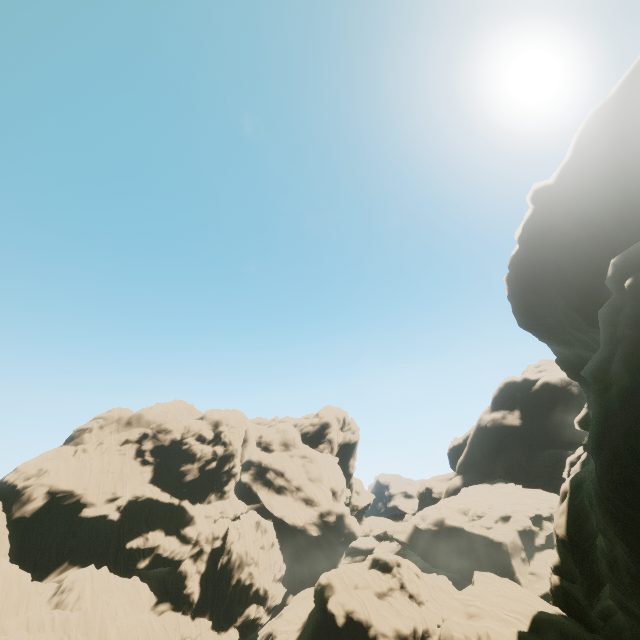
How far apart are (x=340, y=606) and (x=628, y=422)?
36.90m
